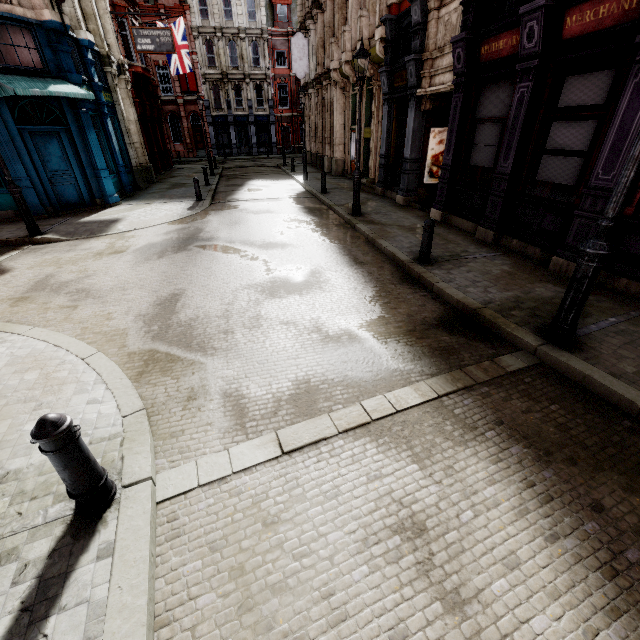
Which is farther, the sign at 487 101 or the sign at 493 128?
the sign at 493 128

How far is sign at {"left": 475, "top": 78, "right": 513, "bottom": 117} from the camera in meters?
7.8

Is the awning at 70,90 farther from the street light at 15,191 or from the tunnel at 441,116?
the tunnel at 441,116

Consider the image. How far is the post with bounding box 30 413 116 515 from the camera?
2.2 meters

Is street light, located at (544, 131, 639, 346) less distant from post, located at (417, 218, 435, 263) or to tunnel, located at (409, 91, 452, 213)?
post, located at (417, 218, 435, 263)

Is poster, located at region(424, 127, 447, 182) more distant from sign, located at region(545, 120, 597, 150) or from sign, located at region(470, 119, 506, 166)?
sign, located at region(545, 120, 597, 150)

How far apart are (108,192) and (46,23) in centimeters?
541cm
